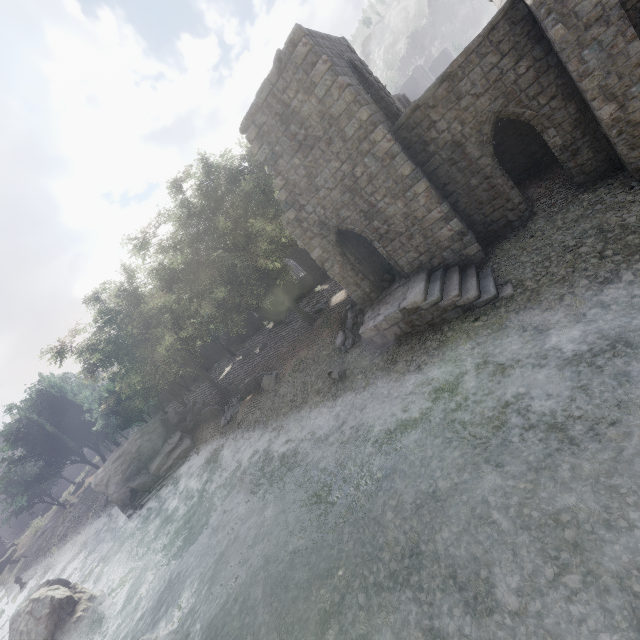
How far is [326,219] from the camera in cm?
1438

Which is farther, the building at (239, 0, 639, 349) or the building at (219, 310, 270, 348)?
the building at (219, 310, 270, 348)

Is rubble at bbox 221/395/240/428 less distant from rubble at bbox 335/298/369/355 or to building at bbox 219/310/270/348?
rubble at bbox 335/298/369/355

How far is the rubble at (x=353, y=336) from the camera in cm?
1645

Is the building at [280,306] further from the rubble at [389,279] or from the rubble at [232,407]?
the rubble at [232,407]

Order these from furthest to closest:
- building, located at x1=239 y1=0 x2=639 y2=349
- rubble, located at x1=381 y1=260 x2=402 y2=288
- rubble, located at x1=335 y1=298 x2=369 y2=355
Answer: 1. rubble, located at x1=335 y1=298 x2=369 y2=355
2. rubble, located at x1=381 y1=260 x2=402 y2=288
3. building, located at x1=239 y1=0 x2=639 y2=349

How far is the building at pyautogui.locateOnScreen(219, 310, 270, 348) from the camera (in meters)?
38.91
